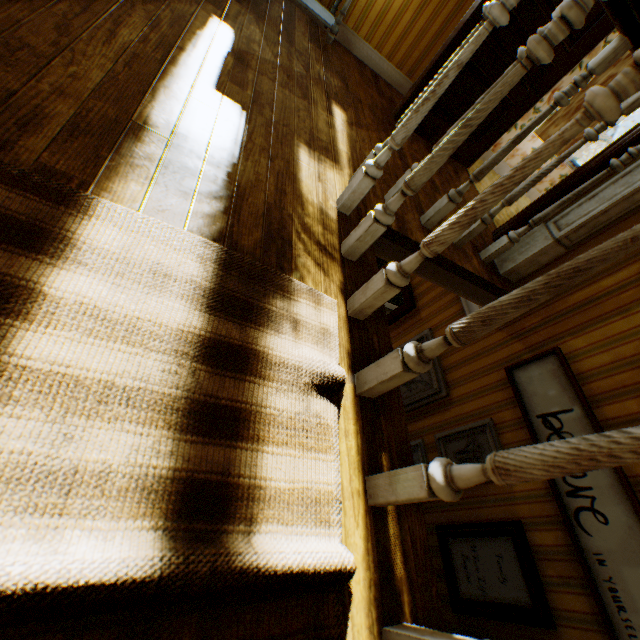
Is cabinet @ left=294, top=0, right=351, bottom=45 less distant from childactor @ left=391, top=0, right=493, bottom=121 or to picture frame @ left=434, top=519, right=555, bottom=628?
childactor @ left=391, top=0, right=493, bottom=121

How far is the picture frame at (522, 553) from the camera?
2.1m

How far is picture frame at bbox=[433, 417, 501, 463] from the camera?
2.6m

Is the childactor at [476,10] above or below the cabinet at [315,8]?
above

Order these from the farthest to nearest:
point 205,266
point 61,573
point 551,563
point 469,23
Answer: point 469,23
point 551,563
point 205,266
point 61,573

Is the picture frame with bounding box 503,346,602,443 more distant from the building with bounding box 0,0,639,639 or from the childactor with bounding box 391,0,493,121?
the childactor with bounding box 391,0,493,121

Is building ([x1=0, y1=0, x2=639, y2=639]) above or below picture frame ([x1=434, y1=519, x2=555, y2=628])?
above

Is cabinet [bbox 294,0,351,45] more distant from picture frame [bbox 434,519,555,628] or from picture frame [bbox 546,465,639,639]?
picture frame [bbox 434,519,555,628]
